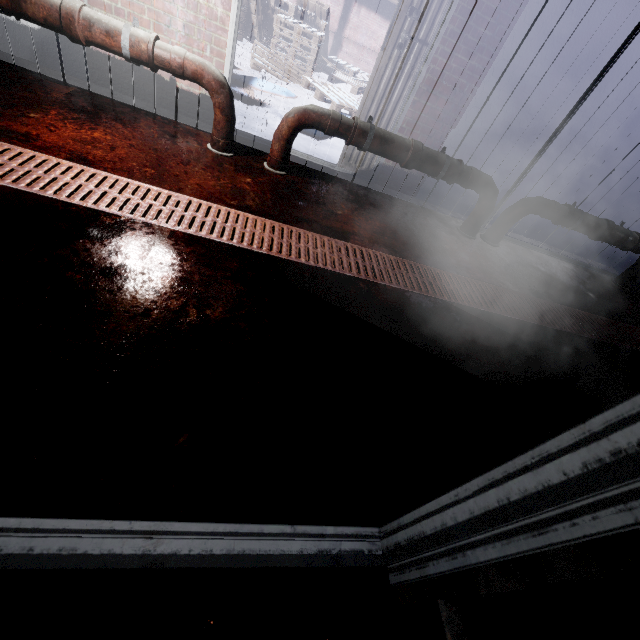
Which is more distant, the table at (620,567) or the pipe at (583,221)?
the pipe at (583,221)

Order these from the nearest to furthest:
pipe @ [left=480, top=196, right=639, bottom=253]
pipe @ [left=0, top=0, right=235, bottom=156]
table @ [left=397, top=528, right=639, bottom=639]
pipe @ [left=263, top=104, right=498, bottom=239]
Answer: table @ [left=397, top=528, right=639, bottom=639] < pipe @ [left=0, top=0, right=235, bottom=156] < pipe @ [left=263, top=104, right=498, bottom=239] < pipe @ [left=480, top=196, right=639, bottom=253]

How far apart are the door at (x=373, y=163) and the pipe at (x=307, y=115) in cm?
38

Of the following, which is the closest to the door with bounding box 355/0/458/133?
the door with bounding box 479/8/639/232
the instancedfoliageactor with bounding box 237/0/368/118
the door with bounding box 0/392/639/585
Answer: the instancedfoliageactor with bounding box 237/0/368/118

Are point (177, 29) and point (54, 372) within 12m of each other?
yes

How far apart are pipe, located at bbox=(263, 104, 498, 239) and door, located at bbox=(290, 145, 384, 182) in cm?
38

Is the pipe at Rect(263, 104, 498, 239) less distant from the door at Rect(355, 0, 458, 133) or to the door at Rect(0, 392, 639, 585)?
the door at Rect(355, 0, 458, 133)

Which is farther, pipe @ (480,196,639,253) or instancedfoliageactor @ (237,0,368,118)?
instancedfoliageactor @ (237,0,368,118)
